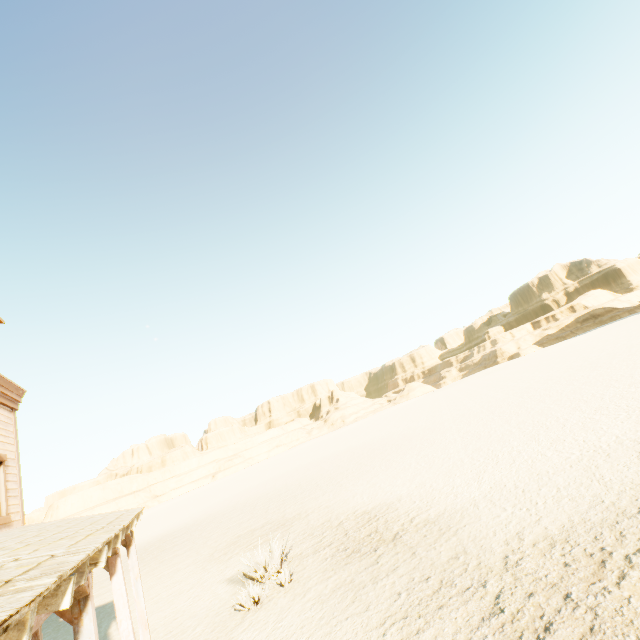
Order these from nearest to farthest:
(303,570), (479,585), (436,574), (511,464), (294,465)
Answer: (479,585), (436,574), (303,570), (511,464), (294,465)
